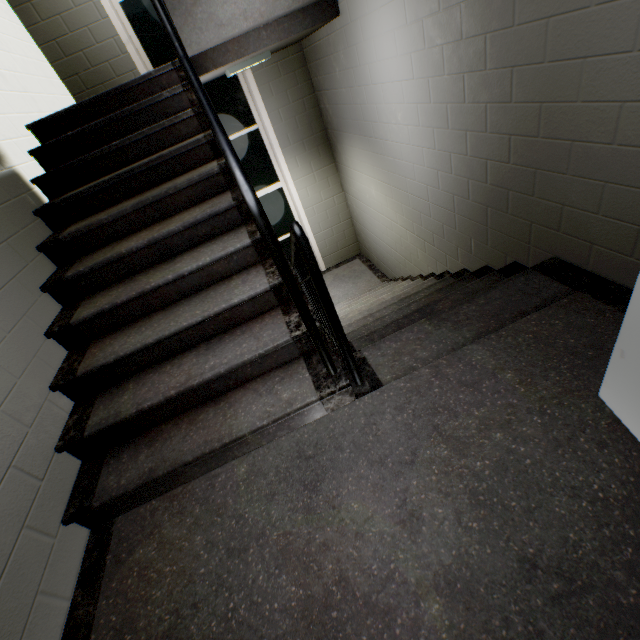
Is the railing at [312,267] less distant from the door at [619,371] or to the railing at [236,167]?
the railing at [236,167]

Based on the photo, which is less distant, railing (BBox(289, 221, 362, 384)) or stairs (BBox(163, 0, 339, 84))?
railing (BBox(289, 221, 362, 384))

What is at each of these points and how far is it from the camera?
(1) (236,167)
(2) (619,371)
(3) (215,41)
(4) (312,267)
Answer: (1) railing, 1.1 meters
(2) door, 1.1 meters
(3) stairs, 2.7 meters
(4) railing, 1.3 meters

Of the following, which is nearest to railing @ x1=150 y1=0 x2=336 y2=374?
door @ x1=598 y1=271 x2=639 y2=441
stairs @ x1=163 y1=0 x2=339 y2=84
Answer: stairs @ x1=163 y1=0 x2=339 y2=84

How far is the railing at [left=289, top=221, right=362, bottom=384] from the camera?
1.2 meters

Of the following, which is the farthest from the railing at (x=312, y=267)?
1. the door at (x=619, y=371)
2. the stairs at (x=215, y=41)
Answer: the door at (x=619, y=371)

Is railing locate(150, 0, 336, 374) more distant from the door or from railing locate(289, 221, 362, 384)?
the door

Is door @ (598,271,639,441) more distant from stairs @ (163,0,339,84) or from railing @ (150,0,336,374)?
railing @ (150,0,336,374)
